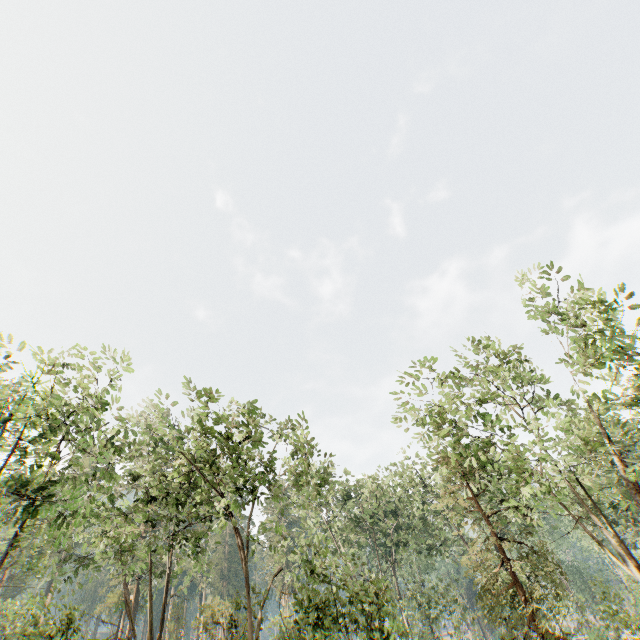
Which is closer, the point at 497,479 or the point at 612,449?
the point at 612,449
